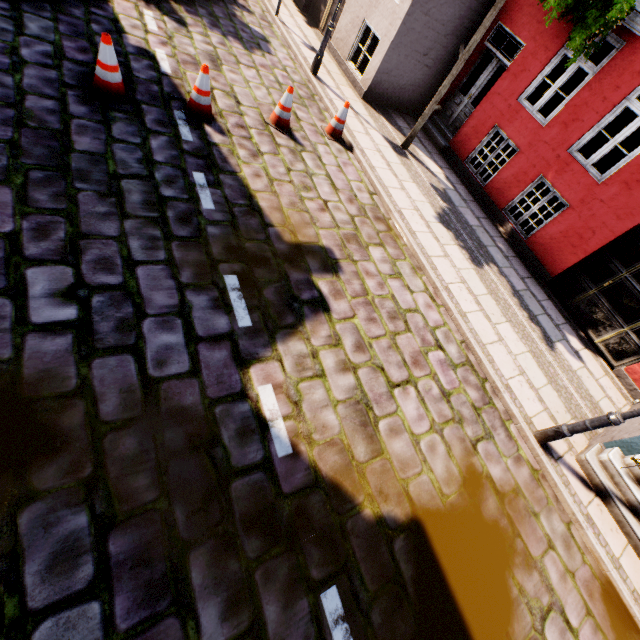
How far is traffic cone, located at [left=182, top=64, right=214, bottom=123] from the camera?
5.2m

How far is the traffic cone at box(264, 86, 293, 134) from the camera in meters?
6.2

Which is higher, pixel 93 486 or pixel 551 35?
pixel 551 35

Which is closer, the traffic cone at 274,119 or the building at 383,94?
the traffic cone at 274,119

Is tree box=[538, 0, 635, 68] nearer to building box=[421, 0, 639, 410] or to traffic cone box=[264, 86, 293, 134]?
building box=[421, 0, 639, 410]

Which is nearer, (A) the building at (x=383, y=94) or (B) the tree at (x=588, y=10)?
(B) the tree at (x=588, y=10)

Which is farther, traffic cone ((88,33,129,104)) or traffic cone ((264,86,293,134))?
traffic cone ((264,86,293,134))

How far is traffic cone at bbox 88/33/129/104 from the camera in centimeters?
451cm
